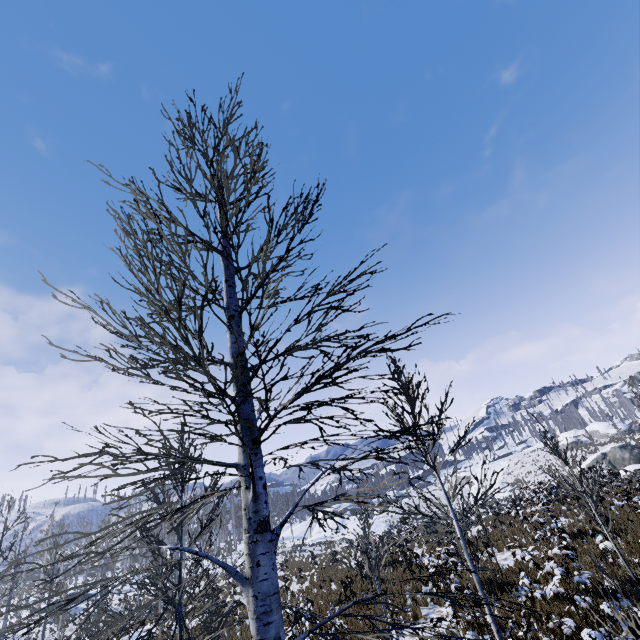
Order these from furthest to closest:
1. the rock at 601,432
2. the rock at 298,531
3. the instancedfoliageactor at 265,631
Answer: the rock at 601,432 < the rock at 298,531 < the instancedfoliageactor at 265,631

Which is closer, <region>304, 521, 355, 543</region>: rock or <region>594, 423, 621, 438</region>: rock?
<region>304, 521, 355, 543</region>: rock

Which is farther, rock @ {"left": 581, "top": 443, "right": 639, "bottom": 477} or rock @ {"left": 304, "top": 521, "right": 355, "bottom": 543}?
rock @ {"left": 304, "top": 521, "right": 355, "bottom": 543}

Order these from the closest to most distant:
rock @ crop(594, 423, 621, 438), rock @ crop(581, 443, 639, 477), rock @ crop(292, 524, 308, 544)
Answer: rock @ crop(581, 443, 639, 477) < rock @ crop(292, 524, 308, 544) < rock @ crop(594, 423, 621, 438)

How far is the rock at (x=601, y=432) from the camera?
56.28m

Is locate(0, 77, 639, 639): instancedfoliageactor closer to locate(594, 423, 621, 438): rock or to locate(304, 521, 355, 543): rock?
→ locate(304, 521, 355, 543): rock

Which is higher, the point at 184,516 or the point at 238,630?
the point at 184,516
